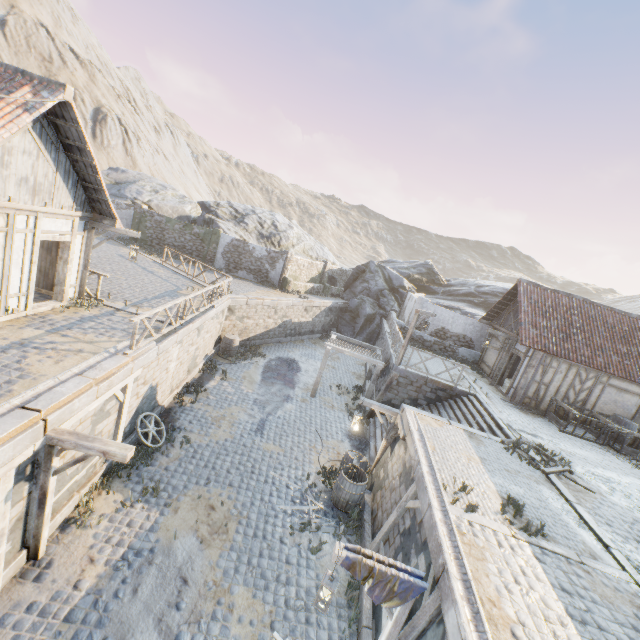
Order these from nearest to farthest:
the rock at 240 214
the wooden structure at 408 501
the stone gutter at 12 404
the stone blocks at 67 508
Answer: the stone gutter at 12 404 < the stone blocks at 67 508 < the wooden structure at 408 501 < the rock at 240 214

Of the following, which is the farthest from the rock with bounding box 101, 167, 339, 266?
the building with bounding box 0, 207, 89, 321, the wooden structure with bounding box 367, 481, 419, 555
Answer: the wooden structure with bounding box 367, 481, 419, 555

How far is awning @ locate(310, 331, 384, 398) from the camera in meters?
16.4 m

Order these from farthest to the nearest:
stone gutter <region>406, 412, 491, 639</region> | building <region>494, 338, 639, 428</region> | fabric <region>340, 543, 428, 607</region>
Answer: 1. building <region>494, 338, 639, 428</region>
2. fabric <region>340, 543, 428, 607</region>
3. stone gutter <region>406, 412, 491, 639</region>

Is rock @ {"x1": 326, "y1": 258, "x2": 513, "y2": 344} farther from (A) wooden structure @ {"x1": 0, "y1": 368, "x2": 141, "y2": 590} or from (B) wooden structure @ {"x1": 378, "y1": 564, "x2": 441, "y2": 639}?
(A) wooden structure @ {"x1": 0, "y1": 368, "x2": 141, "y2": 590}

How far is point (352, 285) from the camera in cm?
3419

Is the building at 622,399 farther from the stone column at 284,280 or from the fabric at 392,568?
the stone column at 284,280

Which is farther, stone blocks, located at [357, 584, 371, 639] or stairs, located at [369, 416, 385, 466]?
stairs, located at [369, 416, 385, 466]
